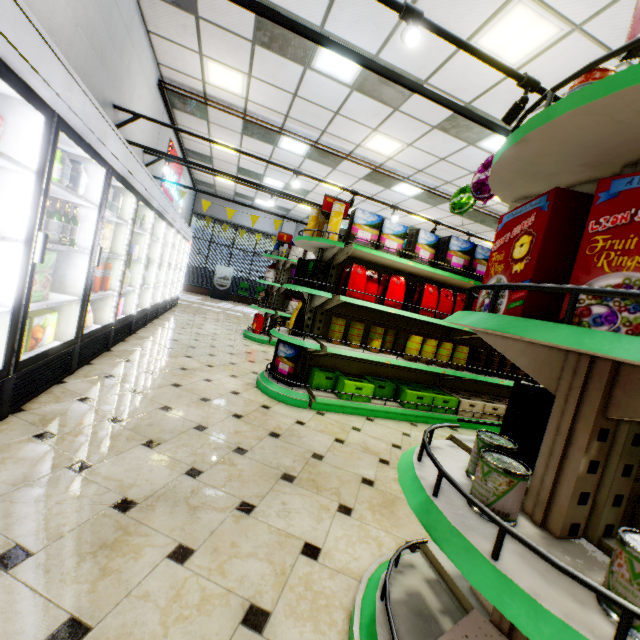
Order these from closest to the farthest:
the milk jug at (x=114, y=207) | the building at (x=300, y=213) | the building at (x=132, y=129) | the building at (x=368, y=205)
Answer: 1. the milk jug at (x=114, y=207)
2. the building at (x=132, y=129)
3. the building at (x=368, y=205)
4. the building at (x=300, y=213)

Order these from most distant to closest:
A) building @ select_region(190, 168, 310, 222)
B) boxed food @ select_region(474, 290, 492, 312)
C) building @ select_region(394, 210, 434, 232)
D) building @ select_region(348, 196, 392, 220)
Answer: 1. building @ select_region(190, 168, 310, 222)
2. building @ select_region(394, 210, 434, 232)
3. building @ select_region(348, 196, 392, 220)
4. boxed food @ select_region(474, 290, 492, 312)

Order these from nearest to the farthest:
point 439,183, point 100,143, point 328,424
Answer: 1. point 100,143
2. point 328,424
3. point 439,183

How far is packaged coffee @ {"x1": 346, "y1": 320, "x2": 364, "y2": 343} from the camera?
4.00m

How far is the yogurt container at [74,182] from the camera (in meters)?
2.41

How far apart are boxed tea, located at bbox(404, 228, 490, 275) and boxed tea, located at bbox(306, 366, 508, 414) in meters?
1.7

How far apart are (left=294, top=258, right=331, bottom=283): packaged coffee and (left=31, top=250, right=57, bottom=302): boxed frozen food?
2.3 meters

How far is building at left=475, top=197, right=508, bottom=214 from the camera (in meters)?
8.92
